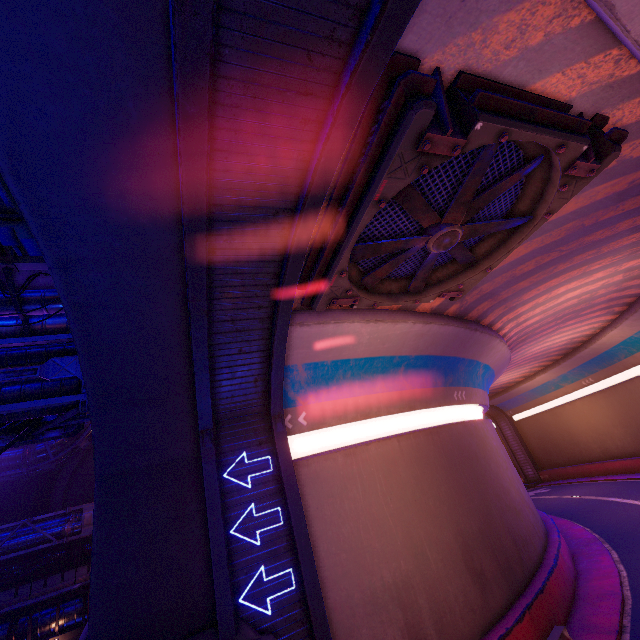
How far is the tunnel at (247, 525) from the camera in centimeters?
853cm

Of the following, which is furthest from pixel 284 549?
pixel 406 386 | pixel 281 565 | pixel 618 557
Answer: pixel 618 557

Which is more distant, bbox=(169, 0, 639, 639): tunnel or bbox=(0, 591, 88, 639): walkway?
bbox=(0, 591, 88, 639): walkway

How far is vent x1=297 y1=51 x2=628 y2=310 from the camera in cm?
512

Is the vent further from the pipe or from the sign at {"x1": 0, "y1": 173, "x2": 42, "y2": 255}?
the pipe

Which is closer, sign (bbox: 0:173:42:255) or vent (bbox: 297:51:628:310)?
vent (bbox: 297:51:628:310)

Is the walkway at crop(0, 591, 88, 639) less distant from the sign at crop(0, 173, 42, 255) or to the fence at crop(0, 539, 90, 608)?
the fence at crop(0, 539, 90, 608)

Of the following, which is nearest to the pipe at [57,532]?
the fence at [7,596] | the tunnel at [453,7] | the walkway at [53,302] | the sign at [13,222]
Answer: the fence at [7,596]
